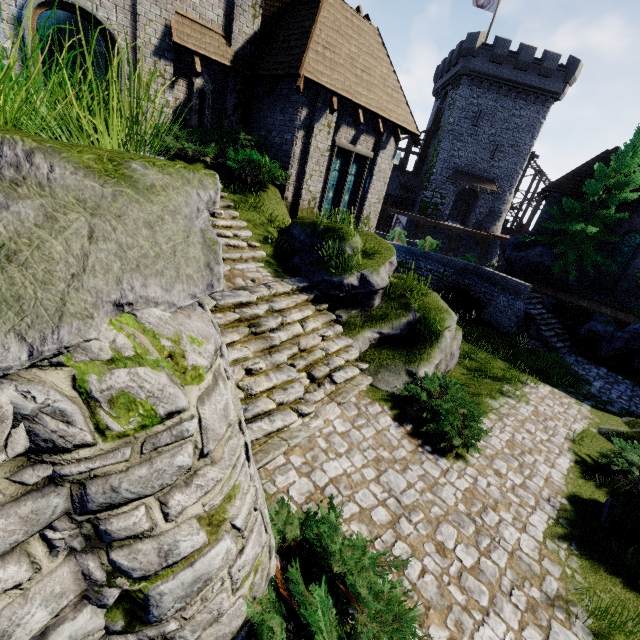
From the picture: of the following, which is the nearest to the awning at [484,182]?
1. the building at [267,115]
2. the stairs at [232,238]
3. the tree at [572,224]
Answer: the tree at [572,224]

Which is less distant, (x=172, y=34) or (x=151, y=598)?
(x=151, y=598)

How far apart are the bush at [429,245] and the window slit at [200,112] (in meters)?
13.48

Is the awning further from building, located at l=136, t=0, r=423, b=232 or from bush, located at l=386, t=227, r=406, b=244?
building, located at l=136, t=0, r=423, b=232

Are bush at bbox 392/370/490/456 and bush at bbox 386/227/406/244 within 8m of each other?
no

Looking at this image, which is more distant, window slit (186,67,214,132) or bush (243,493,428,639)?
window slit (186,67,214,132)

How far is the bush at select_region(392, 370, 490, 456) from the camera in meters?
7.0 m

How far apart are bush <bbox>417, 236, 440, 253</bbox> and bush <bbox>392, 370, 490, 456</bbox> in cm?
1345
